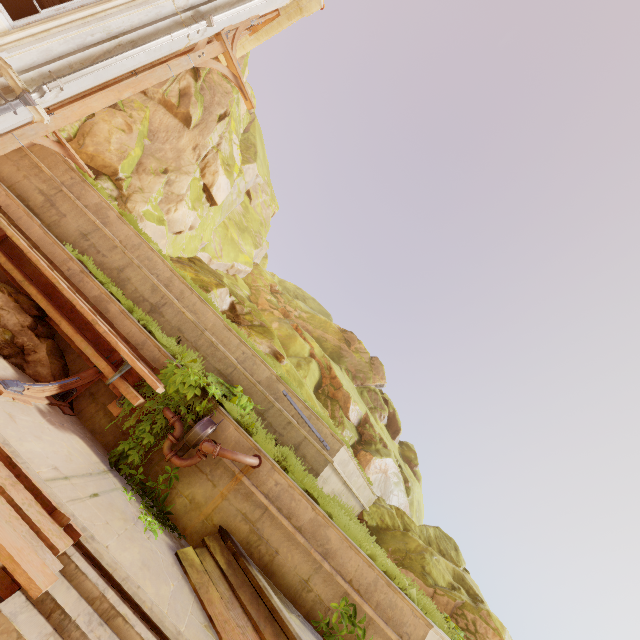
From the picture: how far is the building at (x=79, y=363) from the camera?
6.5m

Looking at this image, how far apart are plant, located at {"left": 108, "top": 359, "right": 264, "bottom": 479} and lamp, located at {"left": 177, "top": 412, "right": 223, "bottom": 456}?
0.02m

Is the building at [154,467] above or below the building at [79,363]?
below

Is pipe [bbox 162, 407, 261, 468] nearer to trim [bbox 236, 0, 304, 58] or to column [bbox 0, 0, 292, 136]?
column [bbox 0, 0, 292, 136]

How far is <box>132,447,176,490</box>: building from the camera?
6.0m

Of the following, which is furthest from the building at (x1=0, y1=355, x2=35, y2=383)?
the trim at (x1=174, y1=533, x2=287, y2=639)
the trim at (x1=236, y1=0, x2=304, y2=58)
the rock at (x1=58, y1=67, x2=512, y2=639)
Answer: the trim at (x1=236, y1=0, x2=304, y2=58)

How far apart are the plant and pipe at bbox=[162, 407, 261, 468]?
0.01m

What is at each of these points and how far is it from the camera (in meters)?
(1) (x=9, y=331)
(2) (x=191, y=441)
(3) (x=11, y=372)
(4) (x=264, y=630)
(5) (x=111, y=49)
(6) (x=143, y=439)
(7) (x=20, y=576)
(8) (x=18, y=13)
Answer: (1) rock, 5.88
(2) lamp, 6.01
(3) building, 5.46
(4) trim, 4.59
(5) column, 6.99
(6) plant, 6.01
(7) trim, 2.78
(8) pillar, 10.72
